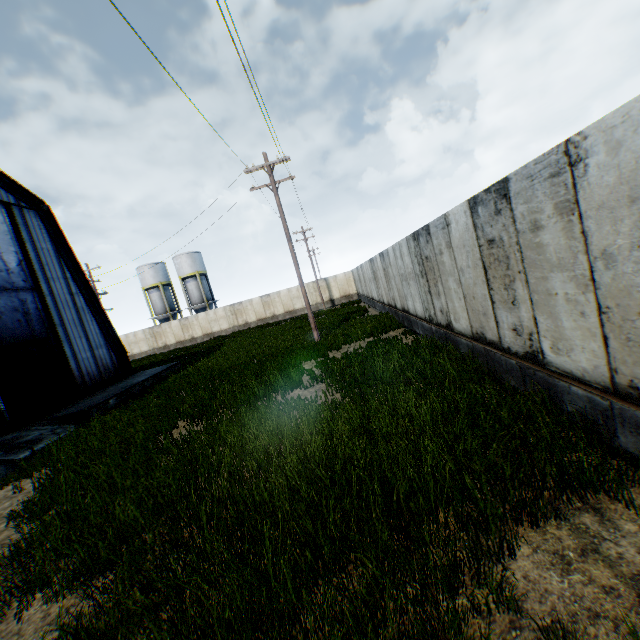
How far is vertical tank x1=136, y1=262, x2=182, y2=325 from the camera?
46.41m

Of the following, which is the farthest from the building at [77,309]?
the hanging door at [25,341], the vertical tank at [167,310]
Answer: the vertical tank at [167,310]

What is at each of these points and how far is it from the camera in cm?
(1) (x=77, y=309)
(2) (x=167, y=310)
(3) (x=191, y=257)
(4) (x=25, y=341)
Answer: (1) building, 1869
(2) vertical tank, 4722
(3) vertical tank, 4622
(4) hanging door, 1514

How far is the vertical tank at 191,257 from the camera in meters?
46.0

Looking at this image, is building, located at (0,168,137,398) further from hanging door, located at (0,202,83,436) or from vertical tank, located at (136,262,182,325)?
vertical tank, located at (136,262,182,325)

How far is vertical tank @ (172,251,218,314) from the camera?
46.03m

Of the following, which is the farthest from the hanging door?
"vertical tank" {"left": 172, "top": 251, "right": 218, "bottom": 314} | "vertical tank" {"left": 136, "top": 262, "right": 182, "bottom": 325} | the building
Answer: "vertical tank" {"left": 136, "top": 262, "right": 182, "bottom": 325}
